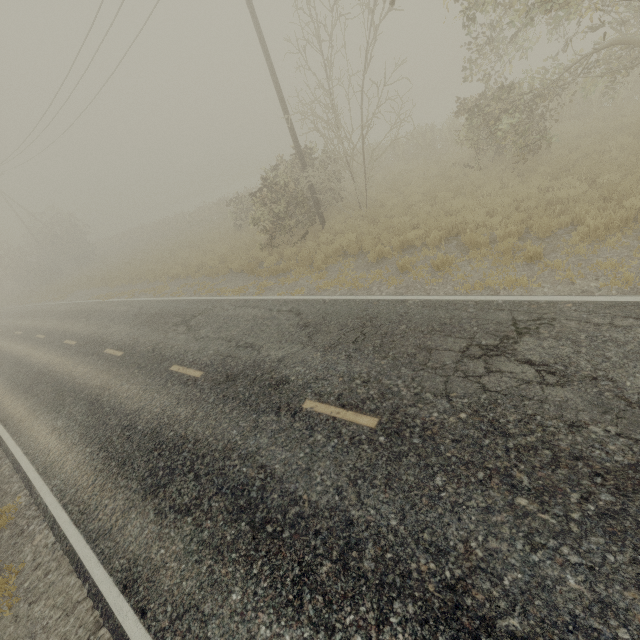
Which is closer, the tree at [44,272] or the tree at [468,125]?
the tree at [468,125]

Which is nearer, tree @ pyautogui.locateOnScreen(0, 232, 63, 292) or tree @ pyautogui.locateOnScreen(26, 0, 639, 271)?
tree @ pyautogui.locateOnScreen(26, 0, 639, 271)

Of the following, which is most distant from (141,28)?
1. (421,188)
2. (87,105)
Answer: (421,188)
